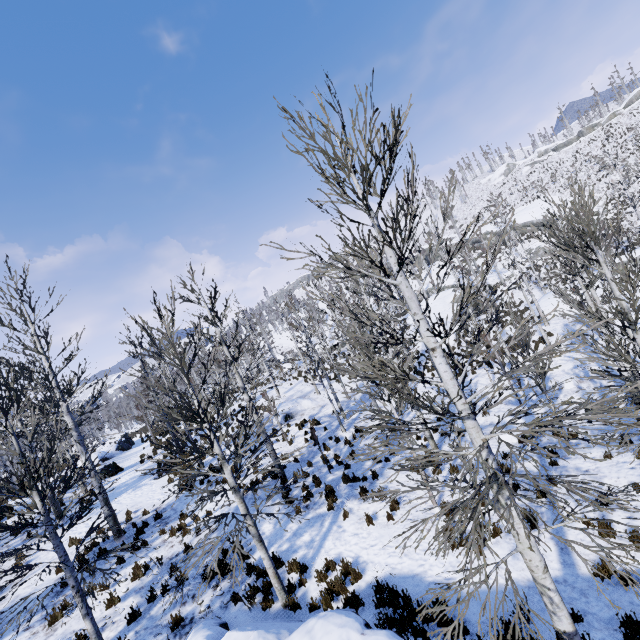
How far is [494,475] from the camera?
4.3m

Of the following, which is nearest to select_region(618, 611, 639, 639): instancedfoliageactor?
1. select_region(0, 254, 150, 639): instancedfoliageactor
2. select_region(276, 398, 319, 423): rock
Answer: select_region(276, 398, 319, 423): rock

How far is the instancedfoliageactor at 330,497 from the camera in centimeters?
1067cm

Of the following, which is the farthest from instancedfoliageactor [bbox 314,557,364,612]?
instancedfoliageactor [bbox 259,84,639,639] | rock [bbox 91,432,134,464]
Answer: rock [bbox 91,432,134,464]

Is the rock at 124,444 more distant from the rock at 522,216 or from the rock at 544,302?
the rock at 522,216

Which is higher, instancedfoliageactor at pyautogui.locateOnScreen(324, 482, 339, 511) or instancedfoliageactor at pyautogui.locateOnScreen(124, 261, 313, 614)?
instancedfoliageactor at pyautogui.locateOnScreen(124, 261, 313, 614)

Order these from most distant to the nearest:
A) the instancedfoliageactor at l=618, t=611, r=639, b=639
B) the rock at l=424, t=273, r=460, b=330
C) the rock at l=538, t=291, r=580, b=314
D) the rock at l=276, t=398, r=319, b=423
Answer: the rock at l=424, t=273, r=460, b=330, the rock at l=538, t=291, r=580, b=314, the rock at l=276, t=398, r=319, b=423, the instancedfoliageactor at l=618, t=611, r=639, b=639

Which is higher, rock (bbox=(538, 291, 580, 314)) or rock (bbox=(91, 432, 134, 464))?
rock (bbox=(91, 432, 134, 464))
